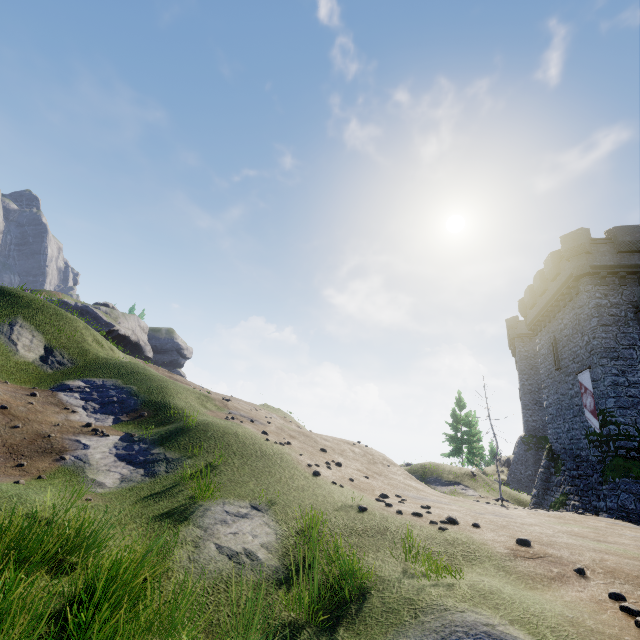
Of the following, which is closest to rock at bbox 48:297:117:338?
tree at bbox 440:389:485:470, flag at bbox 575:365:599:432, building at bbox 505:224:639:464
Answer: tree at bbox 440:389:485:470

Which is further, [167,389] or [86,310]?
[86,310]

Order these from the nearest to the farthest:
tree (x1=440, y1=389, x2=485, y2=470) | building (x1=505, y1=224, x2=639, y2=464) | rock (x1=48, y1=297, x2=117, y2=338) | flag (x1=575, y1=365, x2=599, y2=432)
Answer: building (x1=505, y1=224, x2=639, y2=464) < flag (x1=575, y1=365, x2=599, y2=432) < tree (x1=440, y1=389, x2=485, y2=470) < rock (x1=48, y1=297, x2=117, y2=338)

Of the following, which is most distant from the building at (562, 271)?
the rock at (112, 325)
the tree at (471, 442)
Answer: the rock at (112, 325)

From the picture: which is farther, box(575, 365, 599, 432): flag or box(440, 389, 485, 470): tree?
box(440, 389, 485, 470): tree

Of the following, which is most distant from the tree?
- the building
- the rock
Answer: the rock

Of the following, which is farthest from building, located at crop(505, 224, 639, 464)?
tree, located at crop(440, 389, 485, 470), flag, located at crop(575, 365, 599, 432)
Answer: tree, located at crop(440, 389, 485, 470)

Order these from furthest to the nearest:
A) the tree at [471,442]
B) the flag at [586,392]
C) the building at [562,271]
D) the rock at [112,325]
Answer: the rock at [112,325] → the tree at [471,442] → the flag at [586,392] → the building at [562,271]
